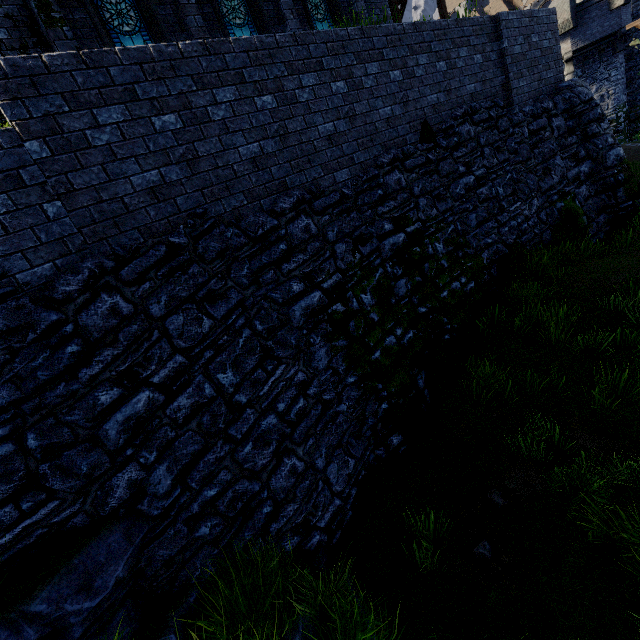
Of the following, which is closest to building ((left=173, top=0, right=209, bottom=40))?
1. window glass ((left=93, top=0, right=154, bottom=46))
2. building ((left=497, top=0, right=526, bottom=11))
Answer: window glass ((left=93, top=0, right=154, bottom=46))

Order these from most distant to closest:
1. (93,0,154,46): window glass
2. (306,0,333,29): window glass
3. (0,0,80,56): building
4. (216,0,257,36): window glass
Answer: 1. (306,0,333,29): window glass
2. (216,0,257,36): window glass
3. (93,0,154,46): window glass
4. (0,0,80,56): building

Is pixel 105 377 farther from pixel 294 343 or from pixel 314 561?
pixel 314 561

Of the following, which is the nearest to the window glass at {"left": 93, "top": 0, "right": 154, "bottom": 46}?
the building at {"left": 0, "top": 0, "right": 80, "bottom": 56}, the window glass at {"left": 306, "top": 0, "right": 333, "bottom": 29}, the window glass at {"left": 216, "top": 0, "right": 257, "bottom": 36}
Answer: the building at {"left": 0, "top": 0, "right": 80, "bottom": 56}

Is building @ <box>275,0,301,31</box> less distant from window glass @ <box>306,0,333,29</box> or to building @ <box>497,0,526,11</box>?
window glass @ <box>306,0,333,29</box>

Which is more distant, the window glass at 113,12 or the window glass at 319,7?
the window glass at 319,7

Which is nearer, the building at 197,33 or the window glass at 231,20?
the building at 197,33
